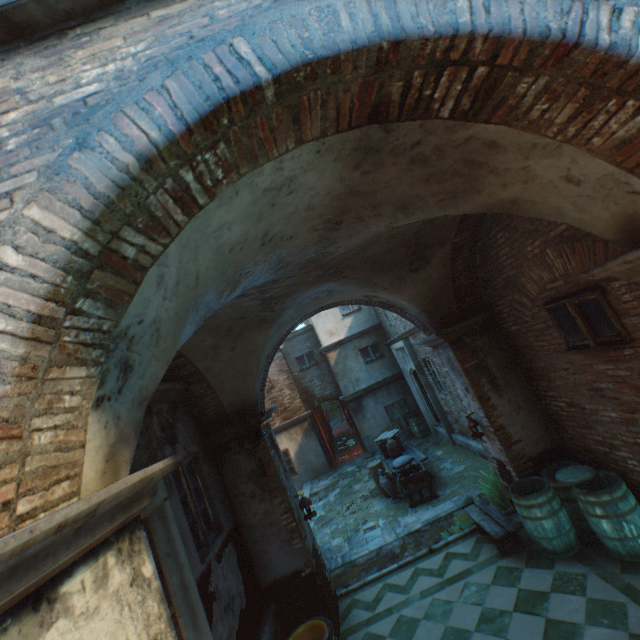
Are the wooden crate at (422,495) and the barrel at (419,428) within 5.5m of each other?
yes

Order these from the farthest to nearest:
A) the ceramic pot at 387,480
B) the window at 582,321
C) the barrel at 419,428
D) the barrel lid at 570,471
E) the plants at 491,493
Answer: the barrel at 419,428
the ceramic pot at 387,480
the plants at 491,493
the barrel lid at 570,471
the window at 582,321

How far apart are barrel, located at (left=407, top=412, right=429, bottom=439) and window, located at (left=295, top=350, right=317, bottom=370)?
5.06m

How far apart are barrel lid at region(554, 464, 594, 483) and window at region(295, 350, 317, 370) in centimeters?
1185cm

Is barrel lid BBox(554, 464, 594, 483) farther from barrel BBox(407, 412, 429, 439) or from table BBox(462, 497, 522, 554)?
barrel BBox(407, 412, 429, 439)

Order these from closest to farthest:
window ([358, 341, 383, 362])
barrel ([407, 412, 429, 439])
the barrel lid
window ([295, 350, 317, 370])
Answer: the barrel lid
barrel ([407, 412, 429, 439])
window ([358, 341, 383, 362])
window ([295, 350, 317, 370])

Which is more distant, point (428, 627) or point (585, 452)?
point (585, 452)

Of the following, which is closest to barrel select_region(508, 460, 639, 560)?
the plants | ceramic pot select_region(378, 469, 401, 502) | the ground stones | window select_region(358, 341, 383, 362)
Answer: the plants
